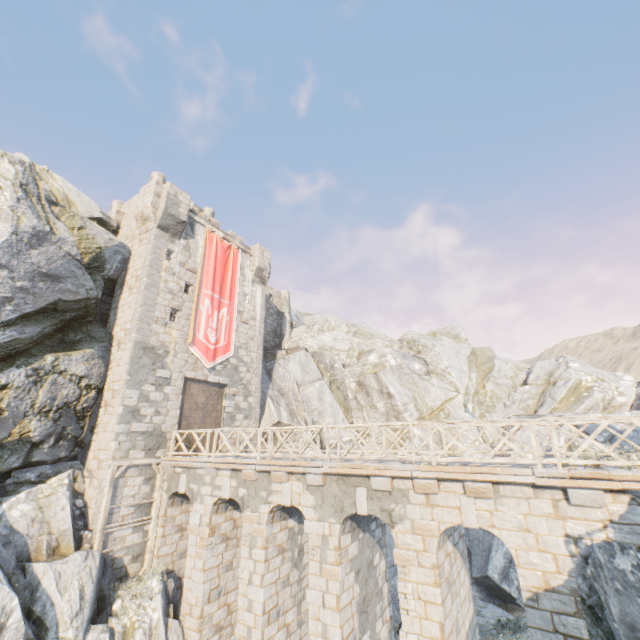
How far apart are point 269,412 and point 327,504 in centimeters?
1281cm

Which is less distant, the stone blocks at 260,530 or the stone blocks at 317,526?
the stone blocks at 317,526

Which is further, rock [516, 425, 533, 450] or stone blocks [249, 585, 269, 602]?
rock [516, 425, 533, 450]

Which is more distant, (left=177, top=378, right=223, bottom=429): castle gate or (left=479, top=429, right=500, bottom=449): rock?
(left=479, top=429, right=500, bottom=449): rock

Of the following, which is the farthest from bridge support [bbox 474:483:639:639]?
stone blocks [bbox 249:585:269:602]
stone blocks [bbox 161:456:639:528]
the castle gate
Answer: the castle gate

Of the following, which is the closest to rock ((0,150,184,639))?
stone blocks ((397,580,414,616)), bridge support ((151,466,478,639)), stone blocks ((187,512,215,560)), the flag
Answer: bridge support ((151,466,478,639))

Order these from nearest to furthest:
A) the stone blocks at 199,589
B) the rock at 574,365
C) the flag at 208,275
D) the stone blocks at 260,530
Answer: the stone blocks at 260,530, the stone blocks at 199,589, the flag at 208,275, the rock at 574,365

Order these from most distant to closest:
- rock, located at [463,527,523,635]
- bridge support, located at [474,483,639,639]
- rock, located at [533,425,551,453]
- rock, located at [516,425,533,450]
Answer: rock, located at [516,425,533,450], rock, located at [533,425,551,453], rock, located at [463,527,523,635], bridge support, located at [474,483,639,639]
